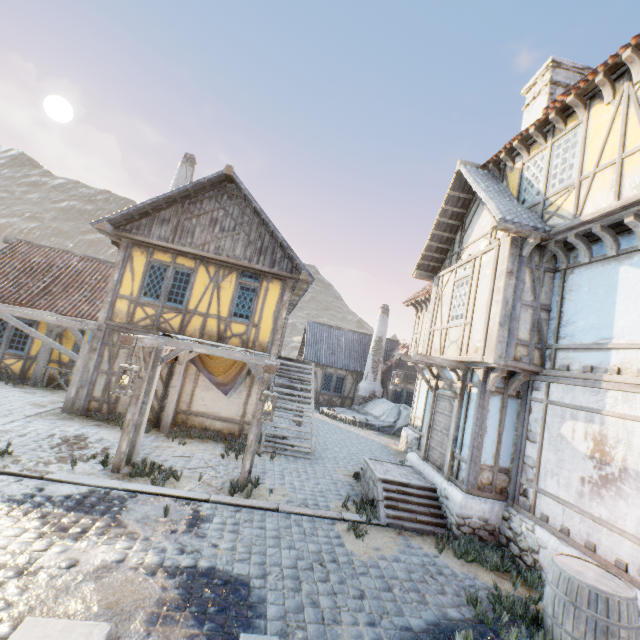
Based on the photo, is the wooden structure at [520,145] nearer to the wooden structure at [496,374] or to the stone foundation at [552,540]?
the wooden structure at [496,374]

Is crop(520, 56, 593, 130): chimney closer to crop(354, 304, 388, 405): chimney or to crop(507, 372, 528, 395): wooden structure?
crop(507, 372, 528, 395): wooden structure

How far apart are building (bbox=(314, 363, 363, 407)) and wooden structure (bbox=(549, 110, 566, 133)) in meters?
17.9

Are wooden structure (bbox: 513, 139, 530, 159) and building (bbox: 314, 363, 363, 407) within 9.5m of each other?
no

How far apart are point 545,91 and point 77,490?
17.07m

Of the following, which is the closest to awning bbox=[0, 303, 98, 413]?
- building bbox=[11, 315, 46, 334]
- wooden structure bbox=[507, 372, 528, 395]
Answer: building bbox=[11, 315, 46, 334]

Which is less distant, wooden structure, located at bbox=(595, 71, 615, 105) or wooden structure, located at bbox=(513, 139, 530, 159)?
wooden structure, located at bbox=(595, 71, 615, 105)

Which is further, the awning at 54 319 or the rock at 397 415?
the rock at 397 415
